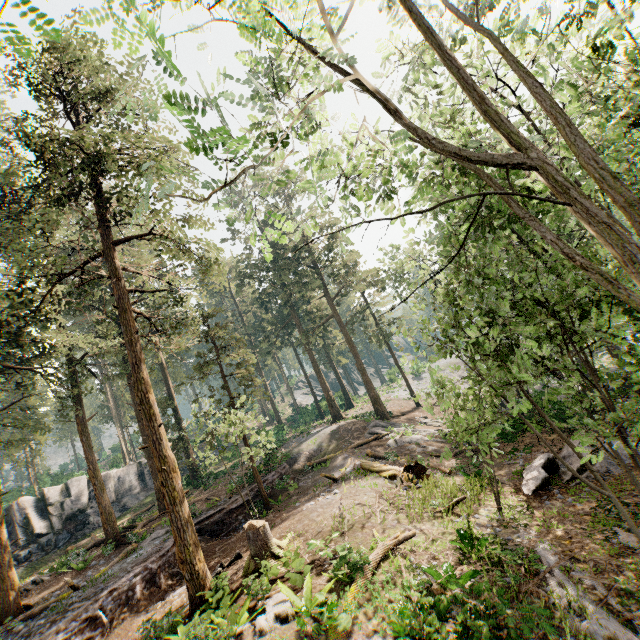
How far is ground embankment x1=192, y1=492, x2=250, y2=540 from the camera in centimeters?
1905cm

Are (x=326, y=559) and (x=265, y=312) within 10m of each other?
no

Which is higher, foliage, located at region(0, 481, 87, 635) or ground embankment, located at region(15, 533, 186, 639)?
foliage, located at region(0, 481, 87, 635)

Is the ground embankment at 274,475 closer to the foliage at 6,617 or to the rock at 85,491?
the foliage at 6,617

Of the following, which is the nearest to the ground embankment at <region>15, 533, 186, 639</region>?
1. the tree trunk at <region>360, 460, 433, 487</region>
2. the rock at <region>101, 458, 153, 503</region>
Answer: the tree trunk at <region>360, 460, 433, 487</region>

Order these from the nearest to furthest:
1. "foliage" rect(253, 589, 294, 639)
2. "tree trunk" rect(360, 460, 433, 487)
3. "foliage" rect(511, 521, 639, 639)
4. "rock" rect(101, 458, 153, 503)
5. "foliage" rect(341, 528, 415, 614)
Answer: "foliage" rect(511, 521, 639, 639)
"foliage" rect(253, 589, 294, 639)
"foliage" rect(341, 528, 415, 614)
"tree trunk" rect(360, 460, 433, 487)
"rock" rect(101, 458, 153, 503)

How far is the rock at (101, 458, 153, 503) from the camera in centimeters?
3256cm
